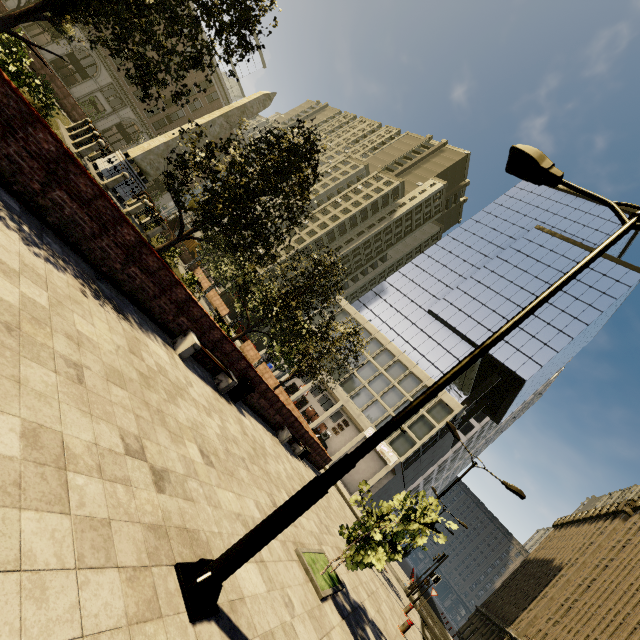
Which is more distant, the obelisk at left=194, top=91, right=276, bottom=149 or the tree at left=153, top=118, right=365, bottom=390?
the obelisk at left=194, top=91, right=276, bottom=149

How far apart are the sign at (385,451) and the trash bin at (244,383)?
30.18m

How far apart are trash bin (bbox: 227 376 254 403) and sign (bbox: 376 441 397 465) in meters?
30.2 m

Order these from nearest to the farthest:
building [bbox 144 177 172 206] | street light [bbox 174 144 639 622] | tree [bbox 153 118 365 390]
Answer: street light [bbox 174 144 639 622] → tree [bbox 153 118 365 390] → building [bbox 144 177 172 206]

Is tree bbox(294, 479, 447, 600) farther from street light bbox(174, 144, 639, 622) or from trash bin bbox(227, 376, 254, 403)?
street light bbox(174, 144, 639, 622)

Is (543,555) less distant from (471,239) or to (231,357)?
(471,239)

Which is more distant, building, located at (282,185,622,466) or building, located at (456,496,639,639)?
building, located at (282,185,622,466)

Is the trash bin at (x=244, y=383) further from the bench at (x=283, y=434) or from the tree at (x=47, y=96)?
the bench at (x=283, y=434)
